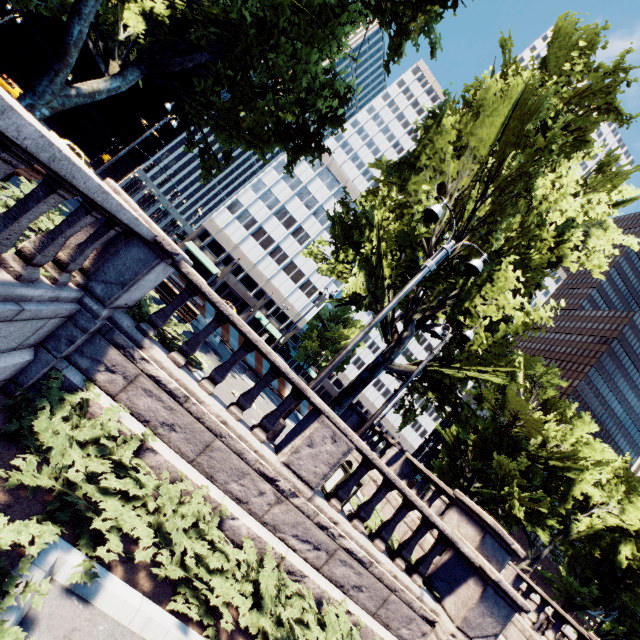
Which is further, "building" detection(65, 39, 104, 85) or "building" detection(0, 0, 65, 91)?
"building" detection(65, 39, 104, 85)

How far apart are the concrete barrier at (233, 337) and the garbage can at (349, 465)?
8.9m

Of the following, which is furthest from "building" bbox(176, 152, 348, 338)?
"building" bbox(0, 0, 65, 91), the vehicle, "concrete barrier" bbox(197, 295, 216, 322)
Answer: "concrete barrier" bbox(197, 295, 216, 322)

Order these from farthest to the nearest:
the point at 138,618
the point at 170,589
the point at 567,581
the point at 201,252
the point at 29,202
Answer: the point at 201,252 → the point at 567,581 → the point at 170,589 → the point at 138,618 → the point at 29,202

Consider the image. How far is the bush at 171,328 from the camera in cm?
597

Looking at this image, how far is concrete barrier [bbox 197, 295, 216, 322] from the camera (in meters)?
15.66

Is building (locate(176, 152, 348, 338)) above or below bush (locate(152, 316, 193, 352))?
above

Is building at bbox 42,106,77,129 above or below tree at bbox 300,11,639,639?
below
